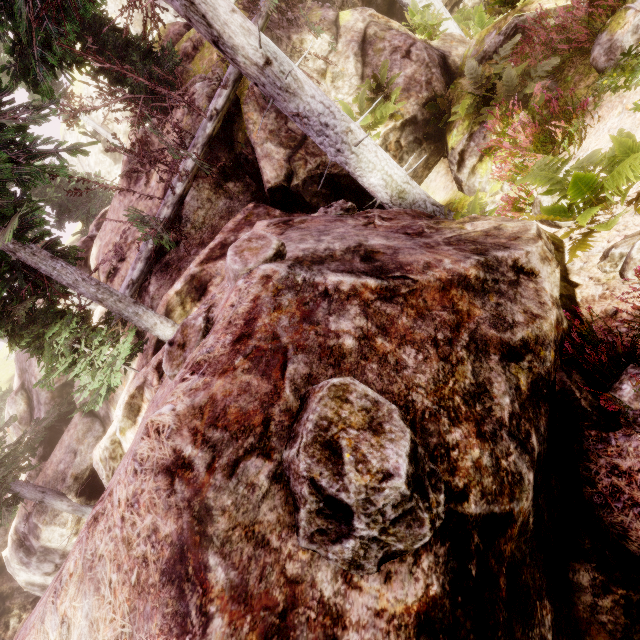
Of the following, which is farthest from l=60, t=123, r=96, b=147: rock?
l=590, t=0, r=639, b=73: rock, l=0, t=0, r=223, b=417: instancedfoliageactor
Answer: l=590, t=0, r=639, b=73: rock

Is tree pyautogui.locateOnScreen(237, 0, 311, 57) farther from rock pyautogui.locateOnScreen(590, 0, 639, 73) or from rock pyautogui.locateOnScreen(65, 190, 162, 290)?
rock pyautogui.locateOnScreen(590, 0, 639, 73)

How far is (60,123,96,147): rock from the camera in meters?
30.2

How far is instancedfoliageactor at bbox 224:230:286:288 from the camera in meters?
3.2 m

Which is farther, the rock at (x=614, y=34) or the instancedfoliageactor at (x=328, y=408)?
the rock at (x=614, y=34)

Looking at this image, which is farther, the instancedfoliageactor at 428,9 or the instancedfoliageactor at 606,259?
the instancedfoliageactor at 428,9

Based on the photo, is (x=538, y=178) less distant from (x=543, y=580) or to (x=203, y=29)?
(x=543, y=580)
